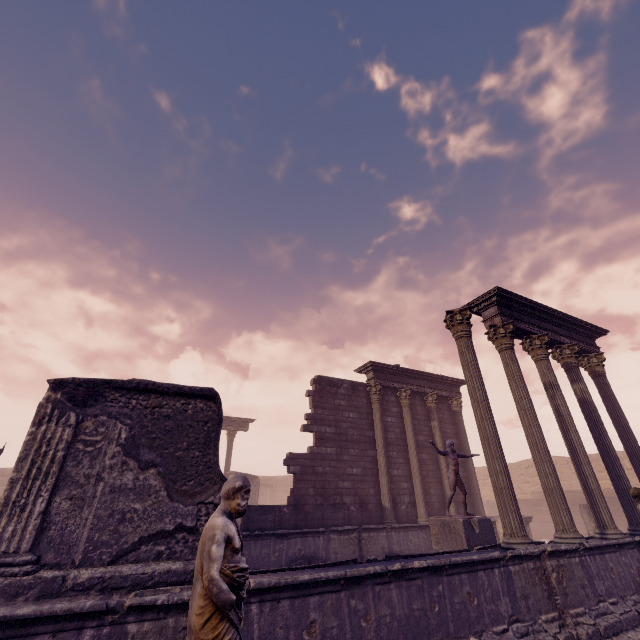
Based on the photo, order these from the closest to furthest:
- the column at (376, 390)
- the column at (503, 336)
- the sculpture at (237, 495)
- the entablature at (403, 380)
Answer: the sculpture at (237, 495) < the column at (503, 336) < the column at (376, 390) < the entablature at (403, 380)

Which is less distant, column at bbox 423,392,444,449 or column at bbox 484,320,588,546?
column at bbox 484,320,588,546

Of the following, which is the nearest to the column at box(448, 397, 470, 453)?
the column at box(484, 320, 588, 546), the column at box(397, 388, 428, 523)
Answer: the column at box(397, 388, 428, 523)

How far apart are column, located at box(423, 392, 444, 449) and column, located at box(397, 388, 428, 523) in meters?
0.8 m

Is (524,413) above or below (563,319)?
below

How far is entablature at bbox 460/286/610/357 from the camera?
10.0m

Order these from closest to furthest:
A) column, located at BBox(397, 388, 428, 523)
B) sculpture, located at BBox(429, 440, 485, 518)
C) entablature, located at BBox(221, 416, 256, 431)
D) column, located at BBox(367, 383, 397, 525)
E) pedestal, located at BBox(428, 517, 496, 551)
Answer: pedestal, located at BBox(428, 517, 496, 551) < sculpture, located at BBox(429, 440, 485, 518) < column, located at BBox(367, 383, 397, 525) < column, located at BBox(397, 388, 428, 523) < entablature, located at BBox(221, 416, 256, 431)

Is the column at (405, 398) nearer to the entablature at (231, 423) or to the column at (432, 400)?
the column at (432, 400)
